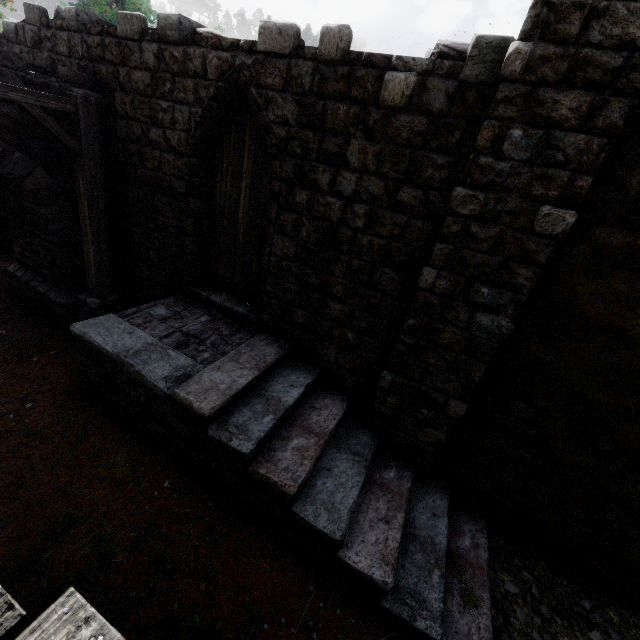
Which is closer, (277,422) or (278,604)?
(278,604)

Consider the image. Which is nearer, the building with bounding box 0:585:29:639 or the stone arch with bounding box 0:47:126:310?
the building with bounding box 0:585:29:639

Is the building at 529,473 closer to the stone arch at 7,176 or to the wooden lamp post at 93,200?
the stone arch at 7,176

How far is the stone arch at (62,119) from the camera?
5.7 meters

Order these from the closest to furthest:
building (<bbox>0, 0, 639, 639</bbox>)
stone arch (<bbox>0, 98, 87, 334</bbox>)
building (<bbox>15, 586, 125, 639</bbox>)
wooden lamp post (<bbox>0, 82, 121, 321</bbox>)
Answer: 1. building (<bbox>15, 586, 125, 639</bbox>)
2. building (<bbox>0, 0, 639, 639</bbox>)
3. wooden lamp post (<bbox>0, 82, 121, 321</bbox>)
4. stone arch (<bbox>0, 98, 87, 334</bbox>)

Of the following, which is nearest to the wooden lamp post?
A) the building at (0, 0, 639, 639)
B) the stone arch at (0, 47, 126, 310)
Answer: the stone arch at (0, 47, 126, 310)

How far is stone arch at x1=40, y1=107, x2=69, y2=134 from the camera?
5.7m

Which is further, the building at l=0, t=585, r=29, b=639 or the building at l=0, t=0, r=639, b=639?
the building at l=0, t=0, r=639, b=639
